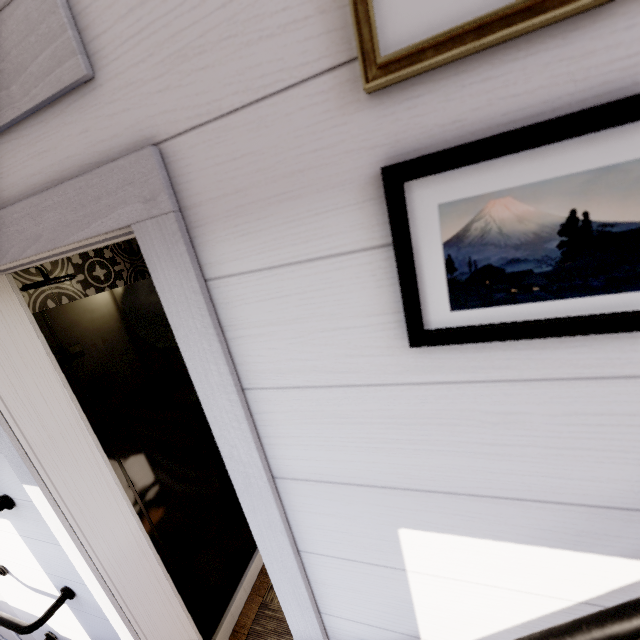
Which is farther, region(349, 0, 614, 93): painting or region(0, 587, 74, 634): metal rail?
region(0, 587, 74, 634): metal rail

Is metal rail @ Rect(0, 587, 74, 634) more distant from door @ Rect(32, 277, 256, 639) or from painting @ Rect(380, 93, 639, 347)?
painting @ Rect(380, 93, 639, 347)

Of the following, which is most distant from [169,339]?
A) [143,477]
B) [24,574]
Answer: [24,574]

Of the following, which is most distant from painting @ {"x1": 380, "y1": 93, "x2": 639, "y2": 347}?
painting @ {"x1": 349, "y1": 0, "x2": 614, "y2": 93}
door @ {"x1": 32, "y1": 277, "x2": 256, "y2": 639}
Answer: door @ {"x1": 32, "y1": 277, "x2": 256, "y2": 639}

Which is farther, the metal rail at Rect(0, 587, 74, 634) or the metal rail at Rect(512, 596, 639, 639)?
the metal rail at Rect(0, 587, 74, 634)

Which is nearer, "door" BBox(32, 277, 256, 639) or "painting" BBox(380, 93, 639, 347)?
"painting" BBox(380, 93, 639, 347)

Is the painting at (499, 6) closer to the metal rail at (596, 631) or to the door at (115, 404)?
the metal rail at (596, 631)

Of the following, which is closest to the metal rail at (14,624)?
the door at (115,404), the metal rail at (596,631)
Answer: the door at (115,404)
